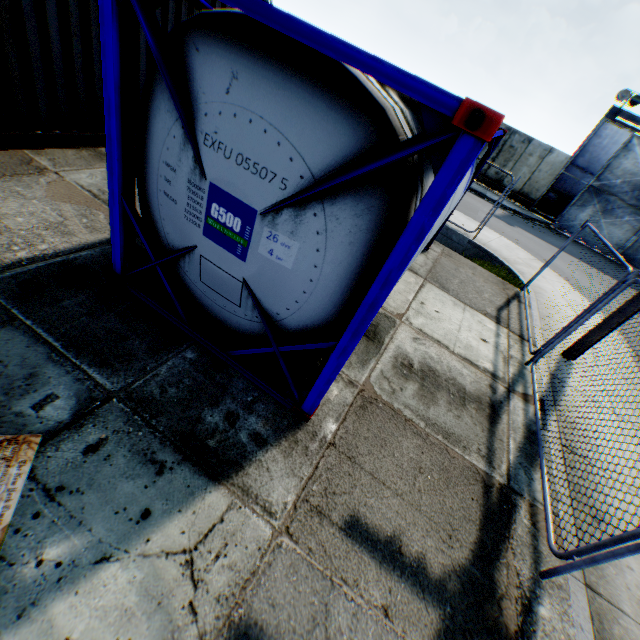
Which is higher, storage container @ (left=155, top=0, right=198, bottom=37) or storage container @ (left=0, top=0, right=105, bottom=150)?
storage container @ (left=155, top=0, right=198, bottom=37)

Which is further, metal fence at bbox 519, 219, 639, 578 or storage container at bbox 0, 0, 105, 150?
storage container at bbox 0, 0, 105, 150

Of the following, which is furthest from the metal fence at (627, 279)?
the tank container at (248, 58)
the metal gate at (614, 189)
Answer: the metal gate at (614, 189)

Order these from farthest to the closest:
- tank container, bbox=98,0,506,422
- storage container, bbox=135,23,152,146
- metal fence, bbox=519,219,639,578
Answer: storage container, bbox=135,23,152,146, metal fence, bbox=519,219,639,578, tank container, bbox=98,0,506,422

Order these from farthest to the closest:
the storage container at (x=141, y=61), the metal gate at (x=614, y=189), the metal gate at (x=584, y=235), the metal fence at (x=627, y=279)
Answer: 1. the metal gate at (x=584, y=235)
2. the metal gate at (x=614, y=189)
3. the storage container at (x=141, y=61)
4. the metal fence at (x=627, y=279)

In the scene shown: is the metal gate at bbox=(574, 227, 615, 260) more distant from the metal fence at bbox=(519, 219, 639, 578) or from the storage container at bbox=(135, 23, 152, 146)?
the storage container at bbox=(135, 23, 152, 146)

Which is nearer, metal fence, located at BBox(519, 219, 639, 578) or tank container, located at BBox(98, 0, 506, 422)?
tank container, located at BBox(98, 0, 506, 422)

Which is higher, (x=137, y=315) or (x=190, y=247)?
(x=190, y=247)
